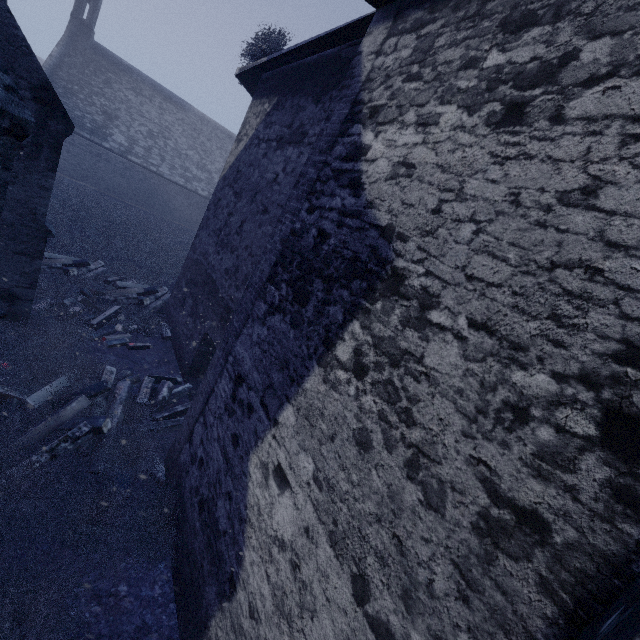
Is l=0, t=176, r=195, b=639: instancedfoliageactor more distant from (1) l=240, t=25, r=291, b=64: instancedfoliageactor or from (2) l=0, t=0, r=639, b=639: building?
(1) l=240, t=25, r=291, b=64: instancedfoliageactor

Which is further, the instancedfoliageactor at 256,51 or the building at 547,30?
the instancedfoliageactor at 256,51

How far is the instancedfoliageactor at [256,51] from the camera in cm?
764

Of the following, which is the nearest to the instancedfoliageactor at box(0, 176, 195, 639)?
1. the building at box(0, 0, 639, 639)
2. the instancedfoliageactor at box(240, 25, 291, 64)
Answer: the building at box(0, 0, 639, 639)

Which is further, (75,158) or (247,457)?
(75,158)

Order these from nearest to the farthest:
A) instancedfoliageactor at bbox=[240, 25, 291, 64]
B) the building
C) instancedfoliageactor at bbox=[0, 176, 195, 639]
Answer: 1. the building
2. instancedfoliageactor at bbox=[0, 176, 195, 639]
3. instancedfoliageactor at bbox=[240, 25, 291, 64]
